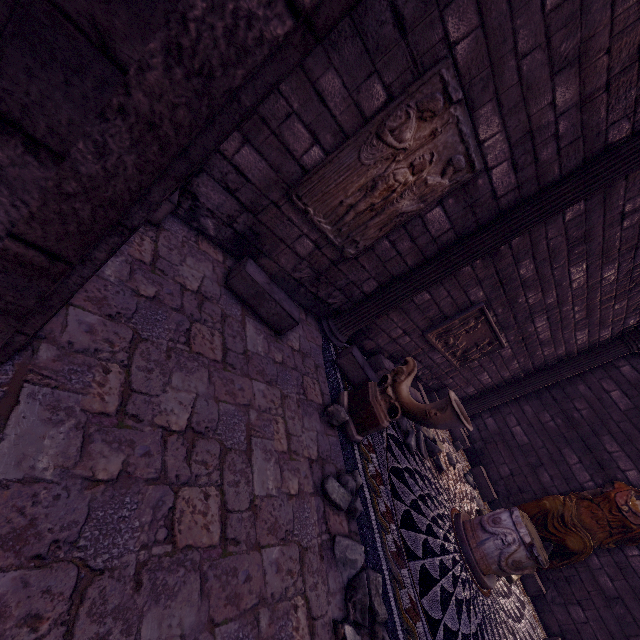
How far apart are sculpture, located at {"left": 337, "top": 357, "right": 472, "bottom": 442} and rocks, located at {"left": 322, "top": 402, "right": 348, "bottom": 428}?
0.1m

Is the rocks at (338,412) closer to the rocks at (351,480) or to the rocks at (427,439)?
the rocks at (351,480)

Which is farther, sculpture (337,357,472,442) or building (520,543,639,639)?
building (520,543,639,639)

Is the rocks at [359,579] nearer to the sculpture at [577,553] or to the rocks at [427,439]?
the rocks at [427,439]

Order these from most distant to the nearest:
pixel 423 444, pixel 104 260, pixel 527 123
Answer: pixel 423 444, pixel 527 123, pixel 104 260

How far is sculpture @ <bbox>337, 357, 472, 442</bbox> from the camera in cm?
311

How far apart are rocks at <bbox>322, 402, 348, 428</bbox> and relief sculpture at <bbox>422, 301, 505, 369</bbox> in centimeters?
263cm

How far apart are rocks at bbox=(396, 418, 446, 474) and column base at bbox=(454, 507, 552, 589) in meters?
0.6 m
